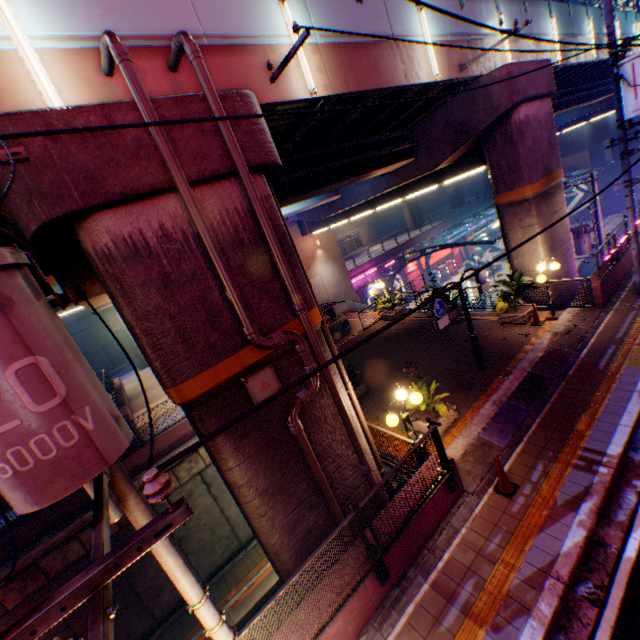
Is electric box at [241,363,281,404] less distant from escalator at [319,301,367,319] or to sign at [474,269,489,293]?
sign at [474,269,489,293]

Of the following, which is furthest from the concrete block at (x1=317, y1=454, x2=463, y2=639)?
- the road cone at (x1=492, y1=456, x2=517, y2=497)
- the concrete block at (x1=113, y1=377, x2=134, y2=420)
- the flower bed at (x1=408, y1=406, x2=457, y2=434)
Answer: the concrete block at (x1=113, y1=377, x2=134, y2=420)

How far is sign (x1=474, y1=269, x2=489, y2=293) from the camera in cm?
1075

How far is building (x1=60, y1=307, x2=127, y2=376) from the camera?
37.8m

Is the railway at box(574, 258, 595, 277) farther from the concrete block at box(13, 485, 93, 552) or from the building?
the building

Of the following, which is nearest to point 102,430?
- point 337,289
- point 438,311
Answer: point 438,311

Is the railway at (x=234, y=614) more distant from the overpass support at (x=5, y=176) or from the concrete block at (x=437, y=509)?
the concrete block at (x=437, y=509)

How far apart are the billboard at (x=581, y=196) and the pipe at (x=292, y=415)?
53.03m
